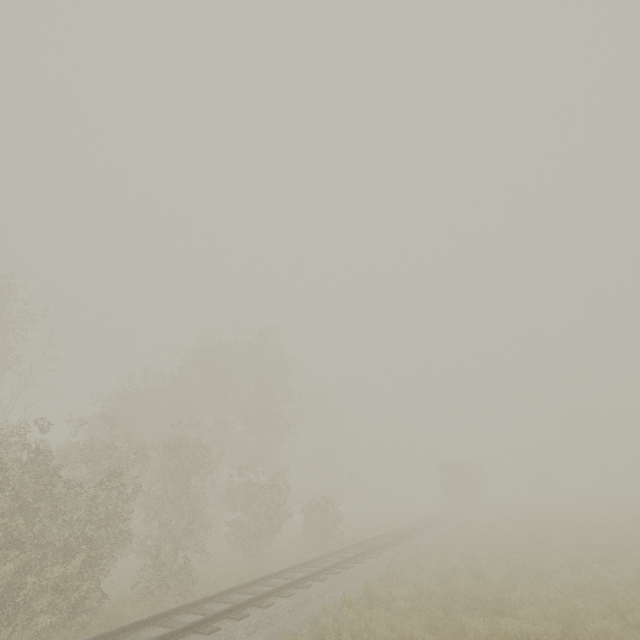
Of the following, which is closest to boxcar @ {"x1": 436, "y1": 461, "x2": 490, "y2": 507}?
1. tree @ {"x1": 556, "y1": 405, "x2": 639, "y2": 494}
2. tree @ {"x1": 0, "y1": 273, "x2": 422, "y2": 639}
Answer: tree @ {"x1": 556, "y1": 405, "x2": 639, "y2": 494}

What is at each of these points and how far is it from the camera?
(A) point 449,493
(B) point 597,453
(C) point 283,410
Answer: (A) boxcar, 37.0 meters
(B) tree, 55.5 meters
(C) tree, 31.0 meters

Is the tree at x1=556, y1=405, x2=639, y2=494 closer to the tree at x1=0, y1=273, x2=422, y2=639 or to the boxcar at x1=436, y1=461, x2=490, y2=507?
the boxcar at x1=436, y1=461, x2=490, y2=507

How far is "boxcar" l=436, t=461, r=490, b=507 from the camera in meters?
36.3 m

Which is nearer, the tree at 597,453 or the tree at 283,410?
the tree at 283,410

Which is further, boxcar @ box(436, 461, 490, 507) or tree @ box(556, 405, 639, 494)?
tree @ box(556, 405, 639, 494)

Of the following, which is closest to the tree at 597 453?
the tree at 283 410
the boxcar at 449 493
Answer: the boxcar at 449 493

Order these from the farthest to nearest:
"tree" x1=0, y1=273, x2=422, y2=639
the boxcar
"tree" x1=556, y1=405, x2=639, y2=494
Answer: "tree" x1=556, y1=405, x2=639, y2=494 < the boxcar < "tree" x1=0, y1=273, x2=422, y2=639
